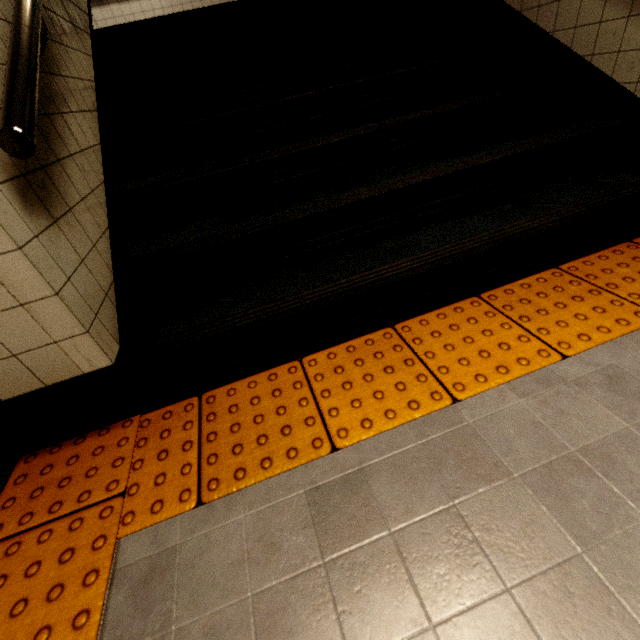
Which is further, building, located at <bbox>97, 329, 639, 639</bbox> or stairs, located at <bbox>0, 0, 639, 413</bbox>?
stairs, located at <bbox>0, 0, 639, 413</bbox>

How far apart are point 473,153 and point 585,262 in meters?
0.8 m

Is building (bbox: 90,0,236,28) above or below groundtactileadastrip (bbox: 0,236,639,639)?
above

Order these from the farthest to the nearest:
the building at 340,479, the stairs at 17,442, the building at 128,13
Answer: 1. the building at 128,13
2. the stairs at 17,442
3. the building at 340,479

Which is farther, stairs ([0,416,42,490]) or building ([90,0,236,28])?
building ([90,0,236,28])

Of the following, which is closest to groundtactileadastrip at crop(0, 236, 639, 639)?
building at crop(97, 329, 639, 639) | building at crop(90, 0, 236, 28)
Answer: building at crop(97, 329, 639, 639)

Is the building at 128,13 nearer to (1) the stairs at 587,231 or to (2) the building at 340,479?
(1) the stairs at 587,231

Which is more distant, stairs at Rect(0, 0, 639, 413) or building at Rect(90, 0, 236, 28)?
building at Rect(90, 0, 236, 28)
